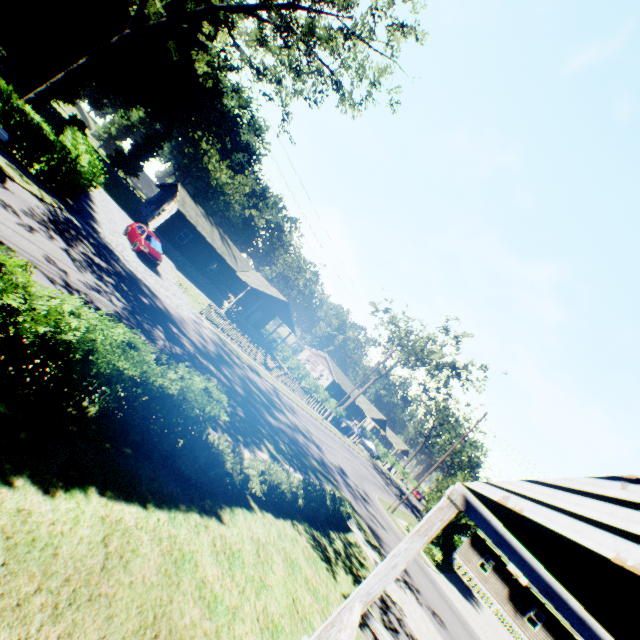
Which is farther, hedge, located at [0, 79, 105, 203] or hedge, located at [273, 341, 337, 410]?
hedge, located at [273, 341, 337, 410]

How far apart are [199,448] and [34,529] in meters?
3.7

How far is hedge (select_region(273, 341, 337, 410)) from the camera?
44.09m

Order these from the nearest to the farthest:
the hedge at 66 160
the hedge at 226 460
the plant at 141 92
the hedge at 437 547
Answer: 1. the hedge at 226 460
2. the hedge at 66 160
3. the hedge at 437 547
4. the plant at 141 92

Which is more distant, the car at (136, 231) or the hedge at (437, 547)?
the hedge at (437, 547)

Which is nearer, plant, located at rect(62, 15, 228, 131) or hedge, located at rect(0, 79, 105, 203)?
hedge, located at rect(0, 79, 105, 203)

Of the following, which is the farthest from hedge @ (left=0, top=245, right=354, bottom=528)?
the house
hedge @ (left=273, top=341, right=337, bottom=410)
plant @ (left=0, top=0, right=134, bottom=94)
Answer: hedge @ (left=273, top=341, right=337, bottom=410)

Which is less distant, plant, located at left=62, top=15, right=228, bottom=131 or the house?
the house
